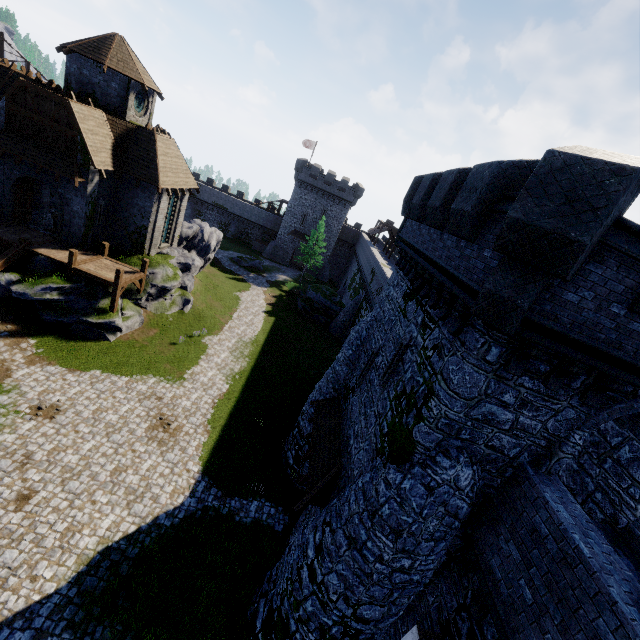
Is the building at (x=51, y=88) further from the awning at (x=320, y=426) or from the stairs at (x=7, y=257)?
the awning at (x=320, y=426)

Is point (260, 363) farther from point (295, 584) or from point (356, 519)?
point (356, 519)

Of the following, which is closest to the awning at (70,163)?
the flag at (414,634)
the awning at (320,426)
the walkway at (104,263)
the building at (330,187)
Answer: the walkway at (104,263)

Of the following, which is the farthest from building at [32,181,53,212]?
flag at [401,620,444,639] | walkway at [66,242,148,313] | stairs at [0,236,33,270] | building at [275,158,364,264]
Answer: flag at [401,620,444,639]

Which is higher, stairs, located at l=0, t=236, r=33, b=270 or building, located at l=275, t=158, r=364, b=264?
building, located at l=275, t=158, r=364, b=264

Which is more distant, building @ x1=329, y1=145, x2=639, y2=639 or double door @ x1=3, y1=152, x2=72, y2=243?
double door @ x1=3, y1=152, x2=72, y2=243

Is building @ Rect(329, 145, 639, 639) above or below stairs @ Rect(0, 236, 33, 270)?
above

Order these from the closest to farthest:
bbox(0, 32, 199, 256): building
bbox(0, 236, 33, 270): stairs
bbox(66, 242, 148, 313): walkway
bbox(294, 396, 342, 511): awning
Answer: bbox(294, 396, 342, 511): awning < bbox(0, 236, 33, 270): stairs < bbox(0, 32, 199, 256): building < bbox(66, 242, 148, 313): walkway
